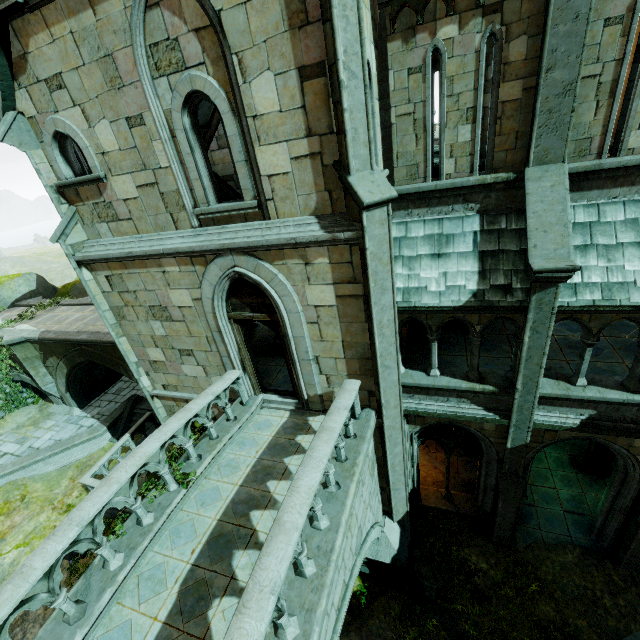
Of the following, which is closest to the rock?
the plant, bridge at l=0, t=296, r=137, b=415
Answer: bridge at l=0, t=296, r=137, b=415

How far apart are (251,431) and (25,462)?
14.78m

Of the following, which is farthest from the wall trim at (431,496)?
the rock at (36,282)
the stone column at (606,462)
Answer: the rock at (36,282)

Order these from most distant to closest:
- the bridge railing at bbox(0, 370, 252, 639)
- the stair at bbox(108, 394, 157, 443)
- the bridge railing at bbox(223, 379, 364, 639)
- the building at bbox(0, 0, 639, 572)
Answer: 1. the stair at bbox(108, 394, 157, 443)
2. the building at bbox(0, 0, 639, 572)
3. the bridge railing at bbox(0, 370, 252, 639)
4. the bridge railing at bbox(223, 379, 364, 639)

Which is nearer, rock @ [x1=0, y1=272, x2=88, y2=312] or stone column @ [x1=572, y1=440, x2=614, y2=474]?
stone column @ [x1=572, y1=440, x2=614, y2=474]

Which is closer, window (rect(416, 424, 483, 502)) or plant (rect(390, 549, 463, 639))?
plant (rect(390, 549, 463, 639))

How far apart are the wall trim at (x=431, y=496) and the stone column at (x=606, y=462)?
4.2m

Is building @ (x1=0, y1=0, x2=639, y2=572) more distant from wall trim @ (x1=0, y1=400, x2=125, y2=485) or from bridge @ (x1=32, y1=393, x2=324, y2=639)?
wall trim @ (x1=0, y1=400, x2=125, y2=485)
